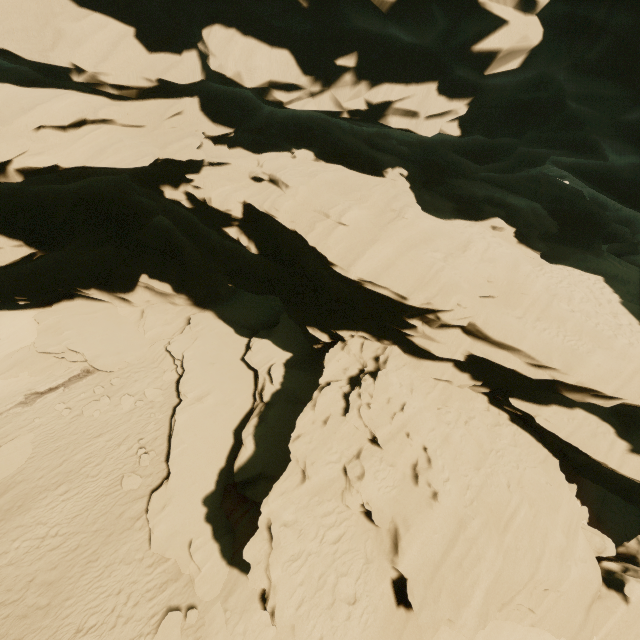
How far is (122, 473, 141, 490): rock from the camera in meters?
13.2 m

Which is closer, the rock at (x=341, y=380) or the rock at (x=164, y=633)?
the rock at (x=341, y=380)

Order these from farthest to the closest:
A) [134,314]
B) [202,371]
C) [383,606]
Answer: [134,314] → [202,371] → [383,606]

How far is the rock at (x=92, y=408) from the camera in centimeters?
1645cm

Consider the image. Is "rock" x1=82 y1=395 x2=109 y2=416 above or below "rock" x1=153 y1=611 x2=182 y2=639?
below

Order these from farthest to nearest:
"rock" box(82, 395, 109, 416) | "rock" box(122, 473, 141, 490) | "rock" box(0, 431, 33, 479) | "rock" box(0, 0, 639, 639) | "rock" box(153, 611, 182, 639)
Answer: "rock" box(82, 395, 109, 416) → "rock" box(0, 431, 33, 479) → "rock" box(122, 473, 141, 490) → "rock" box(153, 611, 182, 639) → "rock" box(0, 0, 639, 639)
